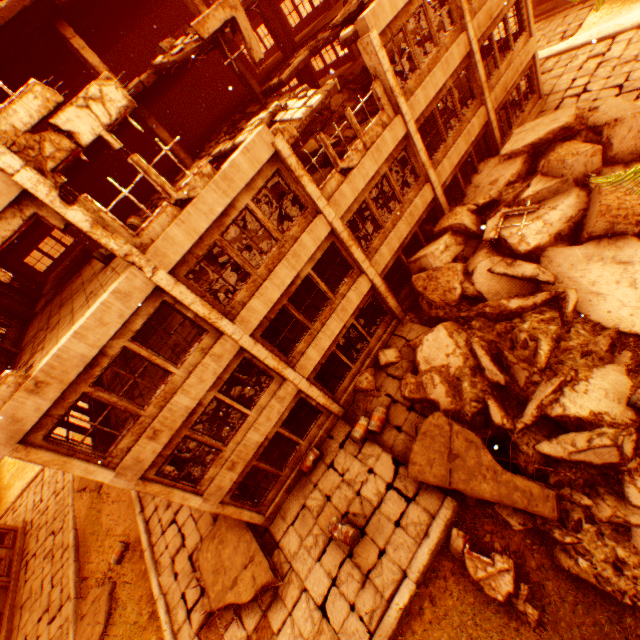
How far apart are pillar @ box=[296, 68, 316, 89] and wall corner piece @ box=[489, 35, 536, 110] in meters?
10.2 m

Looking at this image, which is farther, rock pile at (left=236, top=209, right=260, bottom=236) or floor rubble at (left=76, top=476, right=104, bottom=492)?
floor rubble at (left=76, top=476, right=104, bottom=492)

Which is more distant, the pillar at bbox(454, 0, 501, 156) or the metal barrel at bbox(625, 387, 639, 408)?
the pillar at bbox(454, 0, 501, 156)

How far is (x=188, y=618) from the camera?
12.1 meters

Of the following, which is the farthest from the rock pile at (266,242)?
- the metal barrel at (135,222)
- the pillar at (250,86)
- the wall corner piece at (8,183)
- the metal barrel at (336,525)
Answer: the metal barrel at (336,525)

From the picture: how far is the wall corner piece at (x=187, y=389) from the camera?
8.8m

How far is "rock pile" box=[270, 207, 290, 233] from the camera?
11.1m

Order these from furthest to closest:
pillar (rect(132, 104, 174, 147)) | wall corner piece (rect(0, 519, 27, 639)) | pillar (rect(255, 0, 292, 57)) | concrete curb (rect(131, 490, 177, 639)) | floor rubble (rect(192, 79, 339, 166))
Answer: wall corner piece (rect(0, 519, 27, 639)), pillar (rect(255, 0, 292, 57)), pillar (rect(132, 104, 174, 147)), concrete curb (rect(131, 490, 177, 639)), floor rubble (rect(192, 79, 339, 166))
